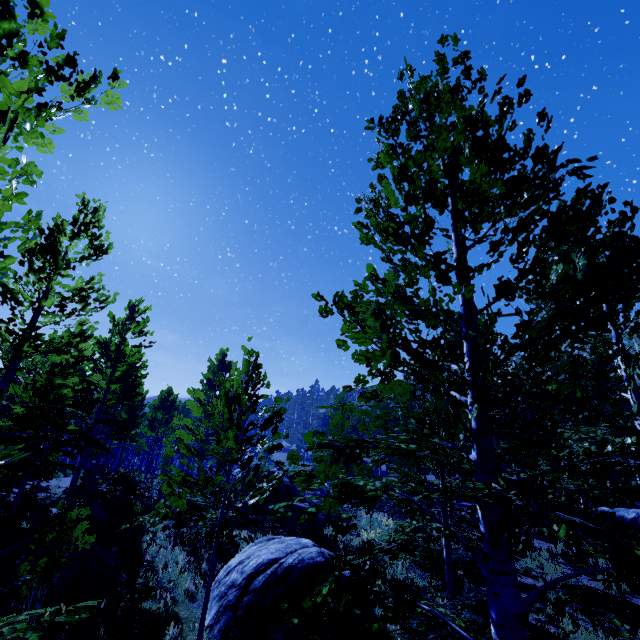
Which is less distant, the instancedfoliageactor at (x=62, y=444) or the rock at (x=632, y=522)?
the instancedfoliageactor at (x=62, y=444)

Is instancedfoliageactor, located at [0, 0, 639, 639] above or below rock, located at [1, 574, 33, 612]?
above

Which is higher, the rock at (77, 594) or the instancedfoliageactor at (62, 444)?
the instancedfoliageactor at (62, 444)

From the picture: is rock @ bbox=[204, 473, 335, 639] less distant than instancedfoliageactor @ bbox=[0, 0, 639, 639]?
No

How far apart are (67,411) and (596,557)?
12.1 meters

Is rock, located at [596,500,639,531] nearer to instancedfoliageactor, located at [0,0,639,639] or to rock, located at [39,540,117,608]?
instancedfoliageactor, located at [0,0,639,639]

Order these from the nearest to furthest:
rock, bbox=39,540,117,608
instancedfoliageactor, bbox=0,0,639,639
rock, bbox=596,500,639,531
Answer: instancedfoliageactor, bbox=0,0,639,639
rock, bbox=39,540,117,608
rock, bbox=596,500,639,531
